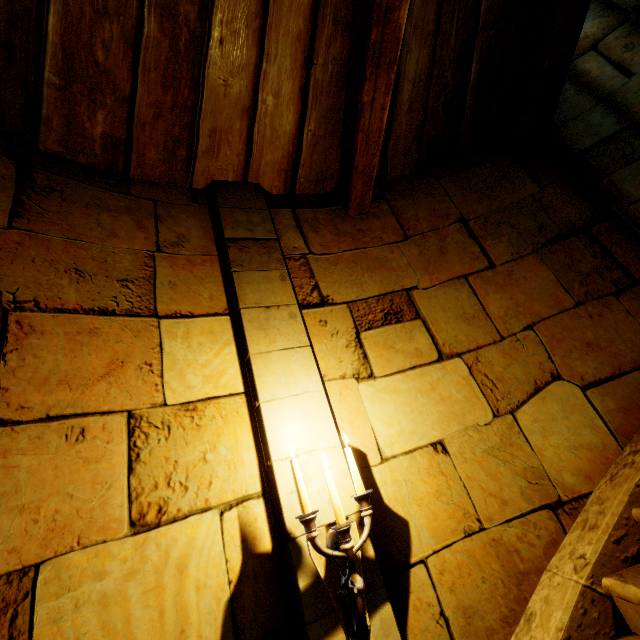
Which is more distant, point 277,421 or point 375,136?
point 375,136
